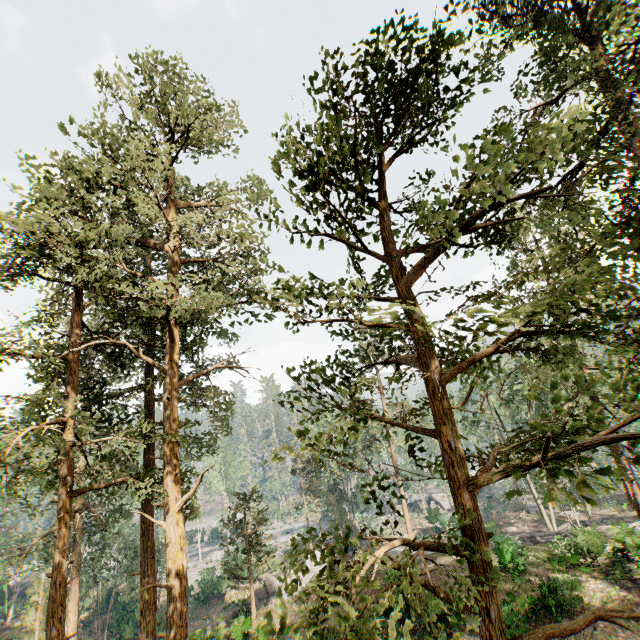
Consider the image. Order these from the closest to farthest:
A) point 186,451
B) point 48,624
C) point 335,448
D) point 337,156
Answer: point 337,156
point 335,448
point 48,624
point 186,451

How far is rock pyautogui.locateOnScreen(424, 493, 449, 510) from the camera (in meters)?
55.50

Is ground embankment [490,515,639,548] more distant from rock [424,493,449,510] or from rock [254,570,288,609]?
rock [424,493,449,510]

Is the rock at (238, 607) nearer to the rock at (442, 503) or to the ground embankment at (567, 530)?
the ground embankment at (567, 530)

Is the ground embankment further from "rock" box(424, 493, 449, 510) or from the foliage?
"rock" box(424, 493, 449, 510)

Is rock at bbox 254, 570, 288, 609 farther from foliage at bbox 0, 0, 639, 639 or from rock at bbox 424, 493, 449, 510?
rock at bbox 424, 493, 449, 510

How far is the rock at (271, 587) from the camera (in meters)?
25.10
